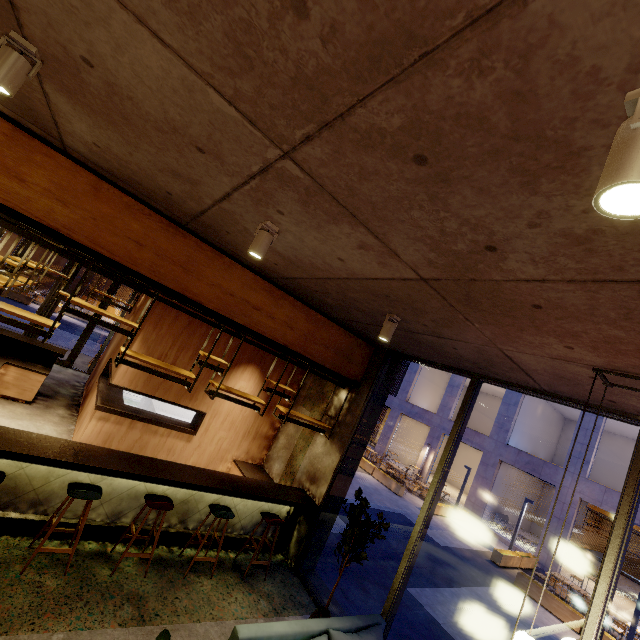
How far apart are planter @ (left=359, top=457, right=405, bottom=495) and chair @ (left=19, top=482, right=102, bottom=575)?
15.8m

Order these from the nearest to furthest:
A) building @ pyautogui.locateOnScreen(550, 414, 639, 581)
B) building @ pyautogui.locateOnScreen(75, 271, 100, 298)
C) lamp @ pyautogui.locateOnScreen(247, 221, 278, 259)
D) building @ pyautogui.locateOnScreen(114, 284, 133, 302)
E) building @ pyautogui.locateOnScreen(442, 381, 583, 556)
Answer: lamp @ pyautogui.locateOnScreen(247, 221, 278, 259) → building @ pyautogui.locateOnScreen(550, 414, 639, 581) → building @ pyautogui.locateOnScreen(442, 381, 583, 556) → building @ pyautogui.locateOnScreen(114, 284, 133, 302) → building @ pyautogui.locateOnScreen(75, 271, 100, 298)

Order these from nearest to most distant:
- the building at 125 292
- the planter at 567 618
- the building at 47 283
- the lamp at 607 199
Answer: the lamp at 607 199 → the planter at 567 618 → the building at 47 283 → the building at 125 292

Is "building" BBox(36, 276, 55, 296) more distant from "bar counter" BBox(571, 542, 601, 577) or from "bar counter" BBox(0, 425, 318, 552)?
"bar counter" BBox(571, 542, 601, 577)

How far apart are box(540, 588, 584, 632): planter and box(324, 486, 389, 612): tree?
11.45m

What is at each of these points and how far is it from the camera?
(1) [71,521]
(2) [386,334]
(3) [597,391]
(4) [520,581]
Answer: (1) bar counter, 4.4 meters
(2) lamp, 4.1 meters
(3) building, 3.4 meters
(4) planter, 11.9 meters

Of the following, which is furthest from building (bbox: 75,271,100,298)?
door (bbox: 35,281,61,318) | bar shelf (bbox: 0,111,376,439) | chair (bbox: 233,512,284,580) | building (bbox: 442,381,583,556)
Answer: chair (bbox: 233,512,284,580)

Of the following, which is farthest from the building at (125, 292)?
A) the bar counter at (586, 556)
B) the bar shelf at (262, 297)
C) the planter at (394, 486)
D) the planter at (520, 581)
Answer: the bar counter at (586, 556)
